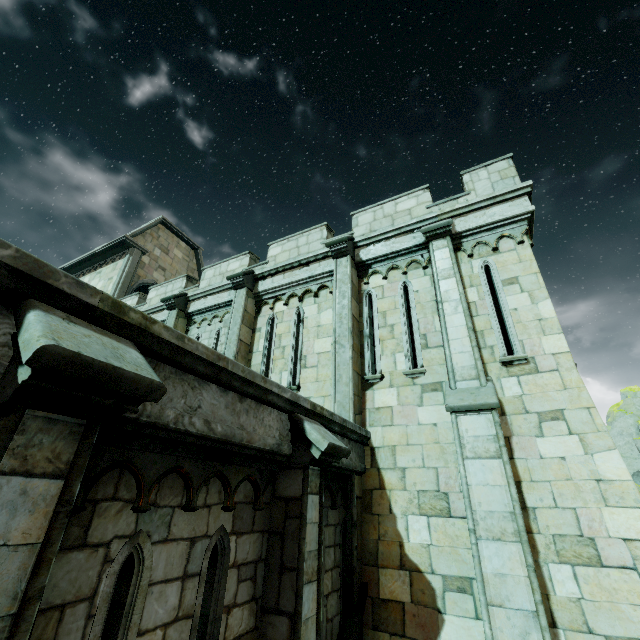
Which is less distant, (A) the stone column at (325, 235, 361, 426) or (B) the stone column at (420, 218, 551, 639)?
(B) the stone column at (420, 218, 551, 639)

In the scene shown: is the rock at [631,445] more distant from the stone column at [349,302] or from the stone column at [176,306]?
the stone column at [176,306]

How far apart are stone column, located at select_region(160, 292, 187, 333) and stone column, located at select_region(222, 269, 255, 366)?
2.5 meters

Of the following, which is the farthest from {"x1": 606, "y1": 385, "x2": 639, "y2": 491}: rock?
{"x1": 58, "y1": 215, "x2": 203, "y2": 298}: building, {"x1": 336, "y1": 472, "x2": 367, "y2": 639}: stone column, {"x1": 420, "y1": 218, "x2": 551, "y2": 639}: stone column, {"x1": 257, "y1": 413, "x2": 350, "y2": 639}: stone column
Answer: {"x1": 257, "y1": 413, "x2": 350, "y2": 639}: stone column

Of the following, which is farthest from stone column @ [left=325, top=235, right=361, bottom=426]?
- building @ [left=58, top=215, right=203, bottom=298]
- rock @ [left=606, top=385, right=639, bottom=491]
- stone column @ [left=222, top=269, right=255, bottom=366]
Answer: rock @ [left=606, top=385, right=639, bottom=491]

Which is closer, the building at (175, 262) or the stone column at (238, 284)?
the stone column at (238, 284)

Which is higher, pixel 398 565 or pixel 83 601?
pixel 83 601

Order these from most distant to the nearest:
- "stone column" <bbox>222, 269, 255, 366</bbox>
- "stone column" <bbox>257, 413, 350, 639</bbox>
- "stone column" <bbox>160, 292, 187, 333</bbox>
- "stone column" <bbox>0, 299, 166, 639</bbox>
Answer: "stone column" <bbox>160, 292, 187, 333</bbox> < "stone column" <bbox>222, 269, 255, 366</bbox> < "stone column" <bbox>257, 413, 350, 639</bbox> < "stone column" <bbox>0, 299, 166, 639</bbox>
